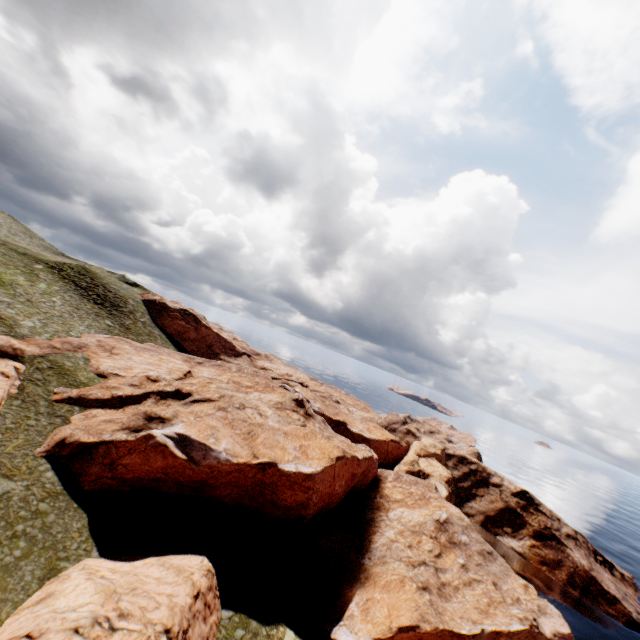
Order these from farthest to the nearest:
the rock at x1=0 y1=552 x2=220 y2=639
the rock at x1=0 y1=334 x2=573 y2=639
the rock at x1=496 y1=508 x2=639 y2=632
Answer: the rock at x1=496 y1=508 x2=639 y2=632
the rock at x1=0 y1=334 x2=573 y2=639
the rock at x1=0 y1=552 x2=220 y2=639

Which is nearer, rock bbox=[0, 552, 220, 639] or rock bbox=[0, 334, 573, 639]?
rock bbox=[0, 552, 220, 639]

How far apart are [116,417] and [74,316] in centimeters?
2559cm

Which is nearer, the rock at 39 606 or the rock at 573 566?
the rock at 39 606

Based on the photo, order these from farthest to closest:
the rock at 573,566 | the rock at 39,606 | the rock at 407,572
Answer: the rock at 573,566 → the rock at 407,572 → the rock at 39,606
